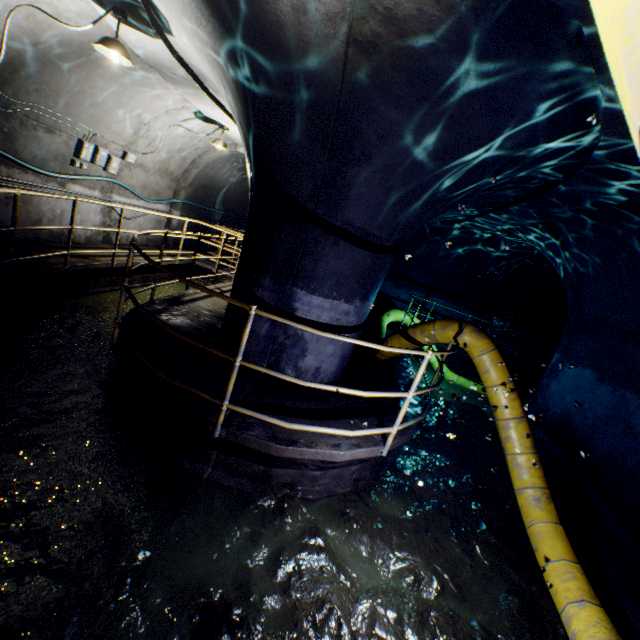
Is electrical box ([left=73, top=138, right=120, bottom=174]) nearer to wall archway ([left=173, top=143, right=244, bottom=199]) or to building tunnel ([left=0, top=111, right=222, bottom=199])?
building tunnel ([left=0, top=111, right=222, bottom=199])

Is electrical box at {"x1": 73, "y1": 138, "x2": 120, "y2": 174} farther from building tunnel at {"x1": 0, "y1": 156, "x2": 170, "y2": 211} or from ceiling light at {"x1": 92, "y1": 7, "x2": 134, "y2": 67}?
ceiling light at {"x1": 92, "y1": 7, "x2": 134, "y2": 67}

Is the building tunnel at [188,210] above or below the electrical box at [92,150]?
below

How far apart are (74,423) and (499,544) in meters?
5.3

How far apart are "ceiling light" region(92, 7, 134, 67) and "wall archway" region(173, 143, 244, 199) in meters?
5.7

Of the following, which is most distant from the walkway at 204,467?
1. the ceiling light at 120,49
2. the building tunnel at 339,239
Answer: the ceiling light at 120,49

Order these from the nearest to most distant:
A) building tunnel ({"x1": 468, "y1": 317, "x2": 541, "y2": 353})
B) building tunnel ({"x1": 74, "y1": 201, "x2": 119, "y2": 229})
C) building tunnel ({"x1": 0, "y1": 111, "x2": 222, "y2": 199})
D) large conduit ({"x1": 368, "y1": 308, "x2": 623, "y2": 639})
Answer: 1. large conduit ({"x1": 368, "y1": 308, "x2": 623, "y2": 639})
2. building tunnel ({"x1": 0, "y1": 111, "x2": 222, "y2": 199})
3. building tunnel ({"x1": 74, "y1": 201, "x2": 119, "y2": 229})
4. building tunnel ({"x1": 468, "y1": 317, "x2": 541, "y2": 353})

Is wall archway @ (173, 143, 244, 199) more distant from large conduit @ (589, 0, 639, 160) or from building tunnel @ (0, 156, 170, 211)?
large conduit @ (589, 0, 639, 160)
